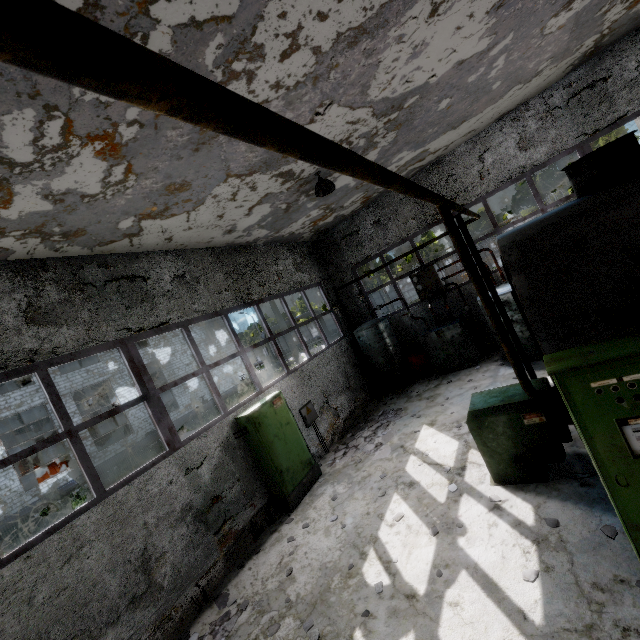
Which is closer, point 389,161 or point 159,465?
point 159,465

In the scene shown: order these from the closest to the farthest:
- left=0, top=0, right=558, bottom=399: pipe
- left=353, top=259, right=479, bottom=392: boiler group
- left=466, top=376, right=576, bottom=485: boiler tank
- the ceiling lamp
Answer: left=0, top=0, right=558, bottom=399: pipe → left=466, top=376, right=576, bottom=485: boiler tank → the ceiling lamp → left=353, top=259, right=479, bottom=392: boiler group

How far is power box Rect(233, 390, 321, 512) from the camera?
7.4m

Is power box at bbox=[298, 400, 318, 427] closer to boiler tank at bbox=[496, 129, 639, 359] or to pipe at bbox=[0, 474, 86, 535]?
boiler tank at bbox=[496, 129, 639, 359]

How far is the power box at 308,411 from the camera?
9.4 meters

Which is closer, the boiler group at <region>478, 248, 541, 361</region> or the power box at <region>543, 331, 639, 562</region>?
the power box at <region>543, 331, 639, 562</region>

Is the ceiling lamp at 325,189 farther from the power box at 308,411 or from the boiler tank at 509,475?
the power box at 308,411

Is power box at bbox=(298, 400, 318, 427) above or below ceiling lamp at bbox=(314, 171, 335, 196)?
below
